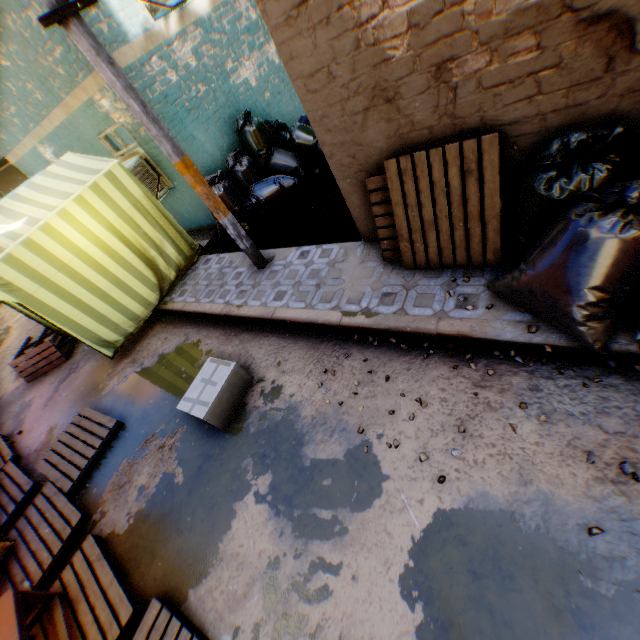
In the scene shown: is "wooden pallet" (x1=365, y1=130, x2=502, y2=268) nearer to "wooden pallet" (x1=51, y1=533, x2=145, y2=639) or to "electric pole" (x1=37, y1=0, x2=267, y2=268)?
"electric pole" (x1=37, y1=0, x2=267, y2=268)

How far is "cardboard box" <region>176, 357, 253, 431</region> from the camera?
3.6m

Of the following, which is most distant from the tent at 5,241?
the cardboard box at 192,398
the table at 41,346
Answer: the cardboard box at 192,398

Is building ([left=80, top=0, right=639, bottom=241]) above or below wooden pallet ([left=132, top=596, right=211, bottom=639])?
above

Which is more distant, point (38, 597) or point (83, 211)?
point (83, 211)

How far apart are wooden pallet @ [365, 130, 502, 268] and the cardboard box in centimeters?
223cm

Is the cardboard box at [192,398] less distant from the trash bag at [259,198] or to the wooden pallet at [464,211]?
the trash bag at [259,198]

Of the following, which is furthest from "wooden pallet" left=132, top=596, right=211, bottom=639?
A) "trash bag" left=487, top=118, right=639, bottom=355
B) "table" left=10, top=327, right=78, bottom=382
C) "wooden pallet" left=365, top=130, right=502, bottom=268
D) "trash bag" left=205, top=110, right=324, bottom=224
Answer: "table" left=10, top=327, right=78, bottom=382
